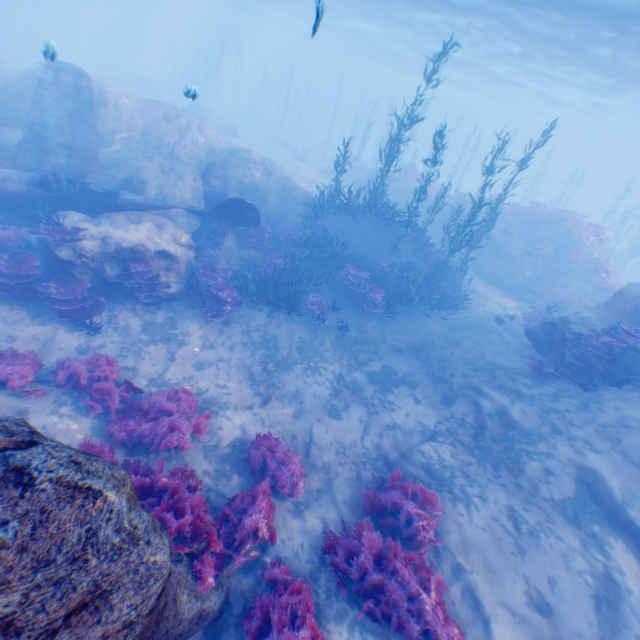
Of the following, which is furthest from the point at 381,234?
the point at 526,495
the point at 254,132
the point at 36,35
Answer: the point at 36,35

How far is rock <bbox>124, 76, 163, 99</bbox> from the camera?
36.0m

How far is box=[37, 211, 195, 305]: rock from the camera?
9.83m

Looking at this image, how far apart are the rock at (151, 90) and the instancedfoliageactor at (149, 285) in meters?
37.1 m

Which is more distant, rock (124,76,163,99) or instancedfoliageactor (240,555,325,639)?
rock (124,76,163,99)

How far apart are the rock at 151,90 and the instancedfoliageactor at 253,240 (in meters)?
34.57

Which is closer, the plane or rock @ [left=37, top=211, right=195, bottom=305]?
rock @ [left=37, top=211, right=195, bottom=305]

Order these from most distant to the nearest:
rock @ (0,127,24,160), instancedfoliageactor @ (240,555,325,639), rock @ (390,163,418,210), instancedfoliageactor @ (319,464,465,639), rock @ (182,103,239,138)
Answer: rock @ (182,103,239,138)
rock @ (390,163,418,210)
rock @ (0,127,24,160)
instancedfoliageactor @ (319,464,465,639)
instancedfoliageactor @ (240,555,325,639)
